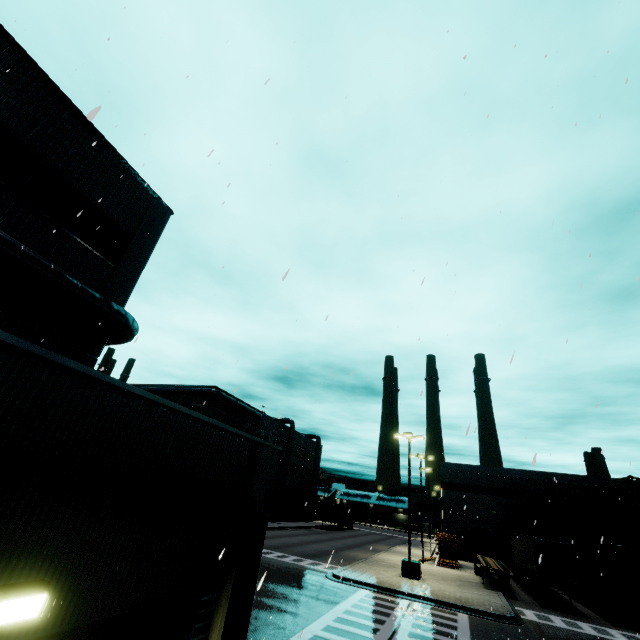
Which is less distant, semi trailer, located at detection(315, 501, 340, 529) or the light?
the light

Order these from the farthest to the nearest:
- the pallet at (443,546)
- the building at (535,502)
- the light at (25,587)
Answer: the building at (535,502) < the pallet at (443,546) < the light at (25,587)

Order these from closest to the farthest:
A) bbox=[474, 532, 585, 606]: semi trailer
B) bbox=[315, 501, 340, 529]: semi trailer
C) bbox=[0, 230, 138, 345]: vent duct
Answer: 1. bbox=[0, 230, 138, 345]: vent duct
2. bbox=[474, 532, 585, 606]: semi trailer
3. bbox=[315, 501, 340, 529]: semi trailer

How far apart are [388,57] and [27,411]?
11.97m

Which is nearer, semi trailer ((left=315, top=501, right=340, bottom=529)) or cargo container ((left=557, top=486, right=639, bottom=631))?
cargo container ((left=557, top=486, right=639, bottom=631))

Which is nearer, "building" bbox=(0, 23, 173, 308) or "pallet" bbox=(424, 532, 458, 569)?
"building" bbox=(0, 23, 173, 308)

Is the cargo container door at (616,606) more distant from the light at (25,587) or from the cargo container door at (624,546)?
the light at (25,587)

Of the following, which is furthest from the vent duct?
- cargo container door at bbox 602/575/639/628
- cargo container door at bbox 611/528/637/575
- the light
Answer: cargo container door at bbox 602/575/639/628
